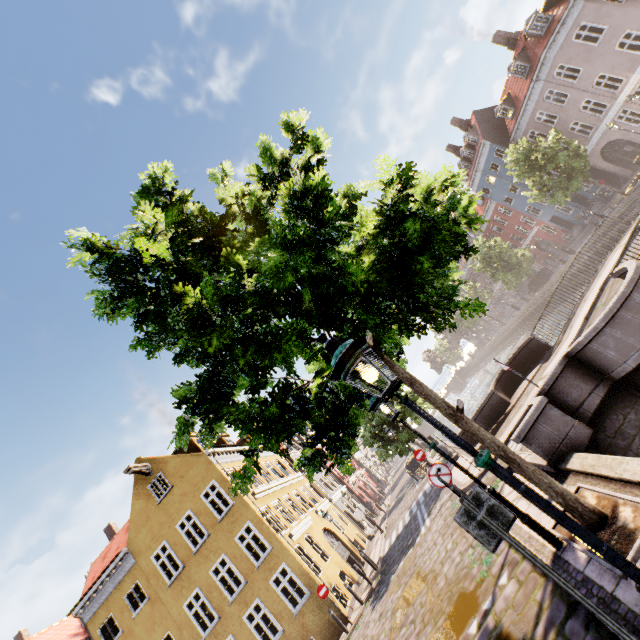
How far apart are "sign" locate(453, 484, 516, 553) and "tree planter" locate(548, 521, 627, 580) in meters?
1.6

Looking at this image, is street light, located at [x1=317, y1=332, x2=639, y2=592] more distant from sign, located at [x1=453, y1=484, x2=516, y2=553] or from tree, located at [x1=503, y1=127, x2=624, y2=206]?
sign, located at [x1=453, y1=484, x2=516, y2=553]

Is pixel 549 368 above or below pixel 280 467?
below

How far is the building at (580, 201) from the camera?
32.2m

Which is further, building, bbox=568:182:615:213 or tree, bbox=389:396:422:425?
building, bbox=568:182:615:213

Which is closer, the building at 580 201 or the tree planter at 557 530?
the tree planter at 557 530

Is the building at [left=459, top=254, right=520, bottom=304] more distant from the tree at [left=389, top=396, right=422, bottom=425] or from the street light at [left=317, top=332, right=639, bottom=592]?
the street light at [left=317, top=332, right=639, bottom=592]

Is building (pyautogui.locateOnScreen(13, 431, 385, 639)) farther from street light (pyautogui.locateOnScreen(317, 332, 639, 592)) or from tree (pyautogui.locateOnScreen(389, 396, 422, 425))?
tree (pyautogui.locateOnScreen(389, 396, 422, 425))
